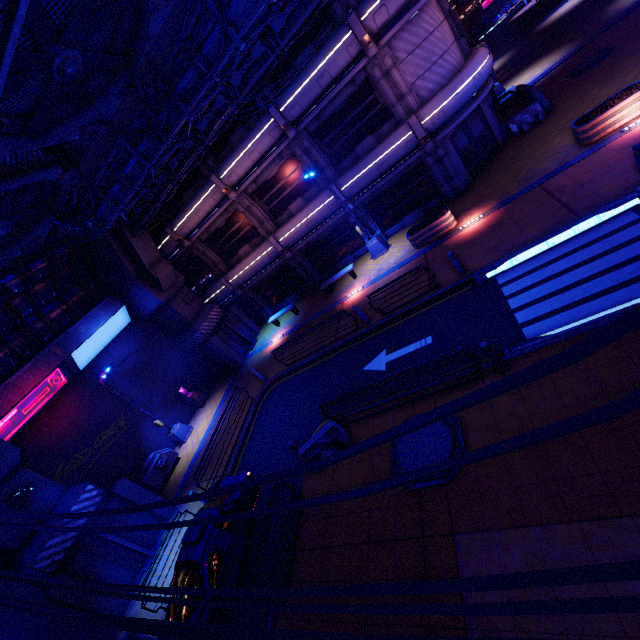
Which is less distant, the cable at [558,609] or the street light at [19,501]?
the cable at [558,609]

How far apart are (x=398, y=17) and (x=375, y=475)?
17.50m

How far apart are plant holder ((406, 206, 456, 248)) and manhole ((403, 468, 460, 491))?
Result: 9.3m

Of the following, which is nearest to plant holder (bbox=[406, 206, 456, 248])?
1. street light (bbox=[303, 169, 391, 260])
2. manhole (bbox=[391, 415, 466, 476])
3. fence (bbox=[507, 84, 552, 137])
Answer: street light (bbox=[303, 169, 391, 260])

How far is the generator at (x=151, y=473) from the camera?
16.3m

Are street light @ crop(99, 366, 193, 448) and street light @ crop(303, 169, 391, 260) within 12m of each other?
no

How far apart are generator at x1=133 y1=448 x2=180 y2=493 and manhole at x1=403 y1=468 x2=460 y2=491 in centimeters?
1365cm

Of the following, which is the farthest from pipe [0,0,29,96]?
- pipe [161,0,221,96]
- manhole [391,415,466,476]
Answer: manhole [391,415,466,476]
